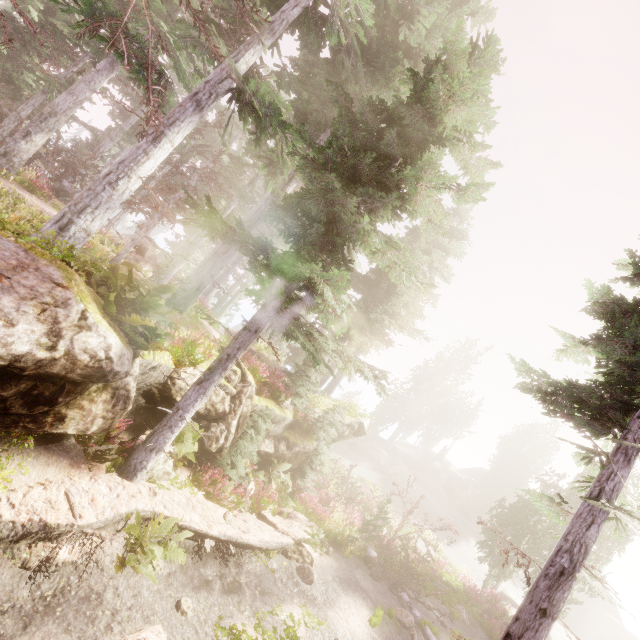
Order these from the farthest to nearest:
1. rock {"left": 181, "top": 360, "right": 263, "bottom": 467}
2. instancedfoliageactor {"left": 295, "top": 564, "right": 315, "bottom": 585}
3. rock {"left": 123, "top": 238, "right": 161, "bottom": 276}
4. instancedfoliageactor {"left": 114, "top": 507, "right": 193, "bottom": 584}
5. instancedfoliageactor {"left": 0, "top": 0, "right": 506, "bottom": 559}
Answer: rock {"left": 123, "top": 238, "right": 161, "bottom": 276}, instancedfoliageactor {"left": 295, "top": 564, "right": 315, "bottom": 585}, rock {"left": 181, "top": 360, "right": 263, "bottom": 467}, instancedfoliageactor {"left": 0, "top": 0, "right": 506, "bottom": 559}, instancedfoliageactor {"left": 114, "top": 507, "right": 193, "bottom": 584}

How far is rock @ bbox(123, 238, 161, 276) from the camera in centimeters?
1897cm

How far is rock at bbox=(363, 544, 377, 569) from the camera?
14.28m

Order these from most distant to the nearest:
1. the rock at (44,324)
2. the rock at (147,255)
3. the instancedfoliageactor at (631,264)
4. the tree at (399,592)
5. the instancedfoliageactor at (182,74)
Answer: the rock at (147,255), the tree at (399,592), the instancedfoliageactor at (631,264), the instancedfoliageactor at (182,74), the rock at (44,324)

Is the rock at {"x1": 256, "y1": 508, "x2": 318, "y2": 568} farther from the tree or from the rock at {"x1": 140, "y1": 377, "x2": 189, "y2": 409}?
the tree

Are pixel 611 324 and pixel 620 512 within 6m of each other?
no

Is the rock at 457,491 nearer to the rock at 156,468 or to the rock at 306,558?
the rock at 156,468

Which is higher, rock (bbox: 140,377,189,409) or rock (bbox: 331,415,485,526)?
rock (bbox: 331,415,485,526)
